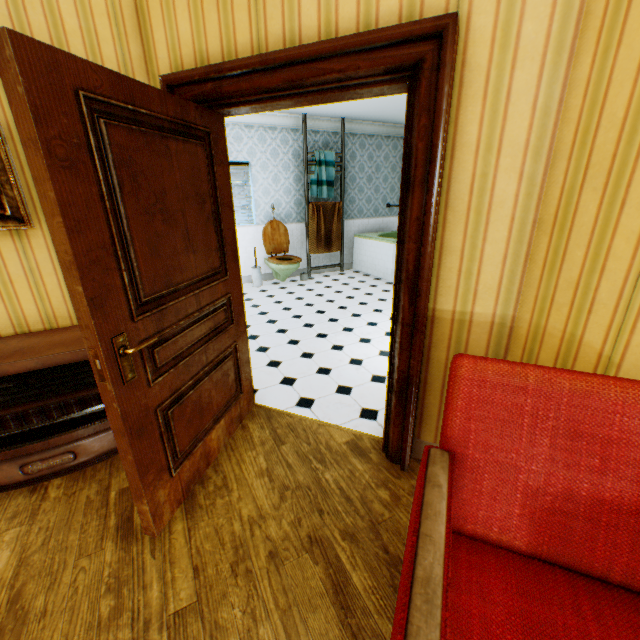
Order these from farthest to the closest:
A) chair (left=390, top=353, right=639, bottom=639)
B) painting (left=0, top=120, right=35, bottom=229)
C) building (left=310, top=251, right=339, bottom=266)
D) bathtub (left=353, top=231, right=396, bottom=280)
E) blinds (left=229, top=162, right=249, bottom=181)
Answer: building (left=310, top=251, right=339, bottom=266)
bathtub (left=353, top=231, right=396, bottom=280)
blinds (left=229, top=162, right=249, bottom=181)
painting (left=0, top=120, right=35, bottom=229)
chair (left=390, top=353, right=639, bottom=639)

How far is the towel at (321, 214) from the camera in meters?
6.9

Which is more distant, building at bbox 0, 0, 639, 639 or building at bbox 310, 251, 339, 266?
building at bbox 310, 251, 339, 266

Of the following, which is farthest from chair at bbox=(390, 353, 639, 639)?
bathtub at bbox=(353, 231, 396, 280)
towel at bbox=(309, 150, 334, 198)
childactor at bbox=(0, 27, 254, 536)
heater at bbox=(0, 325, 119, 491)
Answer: towel at bbox=(309, 150, 334, 198)

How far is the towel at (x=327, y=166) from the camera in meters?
6.6

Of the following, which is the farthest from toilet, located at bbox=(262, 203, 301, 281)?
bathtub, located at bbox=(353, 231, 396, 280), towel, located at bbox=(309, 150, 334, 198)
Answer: bathtub, located at bbox=(353, 231, 396, 280)

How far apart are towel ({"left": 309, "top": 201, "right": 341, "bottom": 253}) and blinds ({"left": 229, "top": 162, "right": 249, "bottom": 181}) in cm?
120

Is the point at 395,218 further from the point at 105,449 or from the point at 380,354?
the point at 105,449
